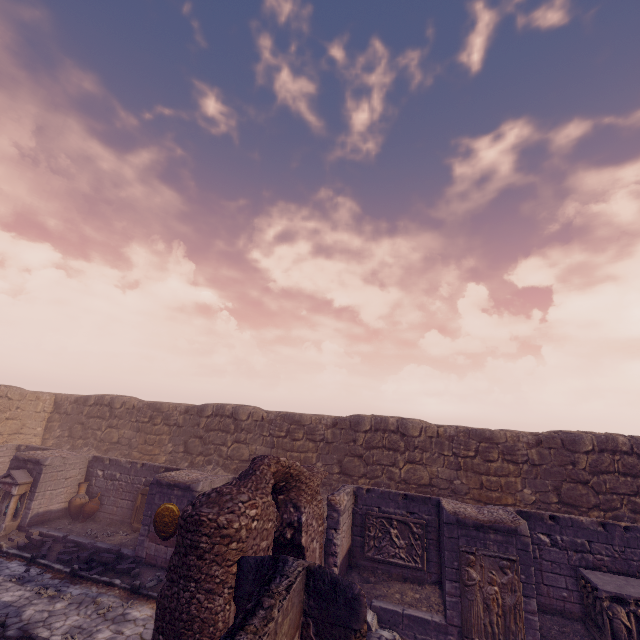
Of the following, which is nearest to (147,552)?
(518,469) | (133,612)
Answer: (133,612)

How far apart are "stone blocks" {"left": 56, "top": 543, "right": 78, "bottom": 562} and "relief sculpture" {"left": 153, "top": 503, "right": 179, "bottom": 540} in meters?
2.7 m

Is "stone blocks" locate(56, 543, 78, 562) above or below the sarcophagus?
below

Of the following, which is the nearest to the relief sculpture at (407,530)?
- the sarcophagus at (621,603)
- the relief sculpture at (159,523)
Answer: the sarcophagus at (621,603)

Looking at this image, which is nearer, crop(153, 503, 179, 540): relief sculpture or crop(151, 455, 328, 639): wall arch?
crop(151, 455, 328, 639): wall arch

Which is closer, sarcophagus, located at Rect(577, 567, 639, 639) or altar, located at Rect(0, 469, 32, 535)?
sarcophagus, located at Rect(577, 567, 639, 639)

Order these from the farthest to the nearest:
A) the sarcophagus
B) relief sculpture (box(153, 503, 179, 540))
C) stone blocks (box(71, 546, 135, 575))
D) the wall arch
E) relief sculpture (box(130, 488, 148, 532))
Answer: relief sculpture (box(130, 488, 148, 532)) < relief sculpture (box(153, 503, 179, 540)) < stone blocks (box(71, 546, 135, 575)) < the sarcophagus < the wall arch

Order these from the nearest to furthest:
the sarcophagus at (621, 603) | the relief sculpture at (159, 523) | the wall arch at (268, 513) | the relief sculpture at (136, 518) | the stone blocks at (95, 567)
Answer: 1. the wall arch at (268, 513)
2. the sarcophagus at (621, 603)
3. the stone blocks at (95, 567)
4. the relief sculpture at (159, 523)
5. the relief sculpture at (136, 518)
